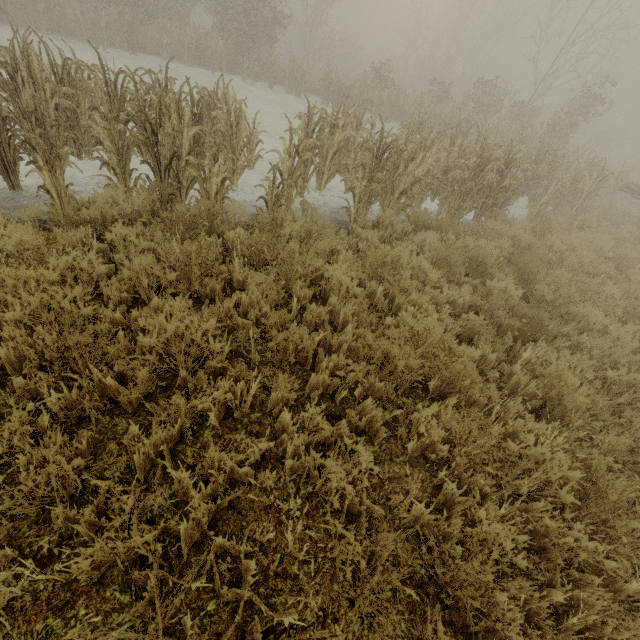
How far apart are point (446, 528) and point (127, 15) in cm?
2405
